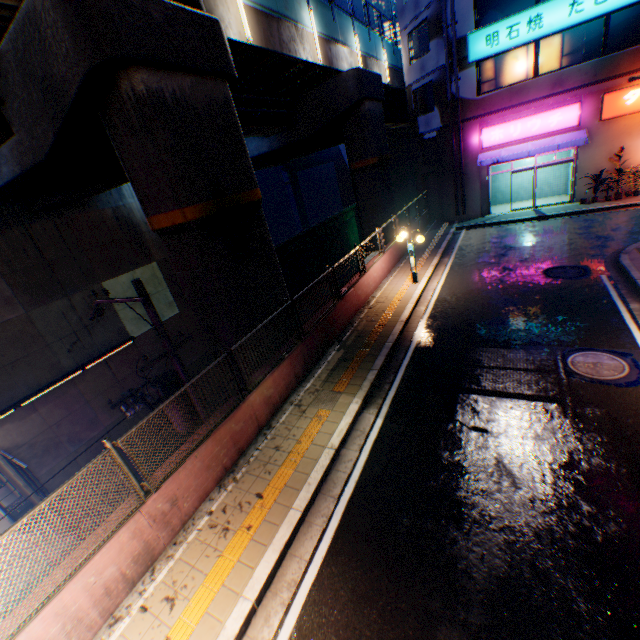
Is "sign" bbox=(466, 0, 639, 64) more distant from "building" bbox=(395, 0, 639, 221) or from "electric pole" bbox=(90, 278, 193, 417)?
"electric pole" bbox=(90, 278, 193, 417)

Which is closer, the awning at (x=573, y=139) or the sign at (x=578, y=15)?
the sign at (x=578, y=15)

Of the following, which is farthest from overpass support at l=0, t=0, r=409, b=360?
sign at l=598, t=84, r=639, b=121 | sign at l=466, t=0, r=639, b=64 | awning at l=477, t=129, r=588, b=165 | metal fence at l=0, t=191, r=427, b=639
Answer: sign at l=598, t=84, r=639, b=121

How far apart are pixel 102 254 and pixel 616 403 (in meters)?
18.56

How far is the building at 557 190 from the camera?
20.4m

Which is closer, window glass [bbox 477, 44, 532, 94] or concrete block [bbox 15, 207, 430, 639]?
concrete block [bbox 15, 207, 430, 639]

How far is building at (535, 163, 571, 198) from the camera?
20.4 meters

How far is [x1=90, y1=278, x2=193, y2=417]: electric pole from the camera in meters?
7.4 m
